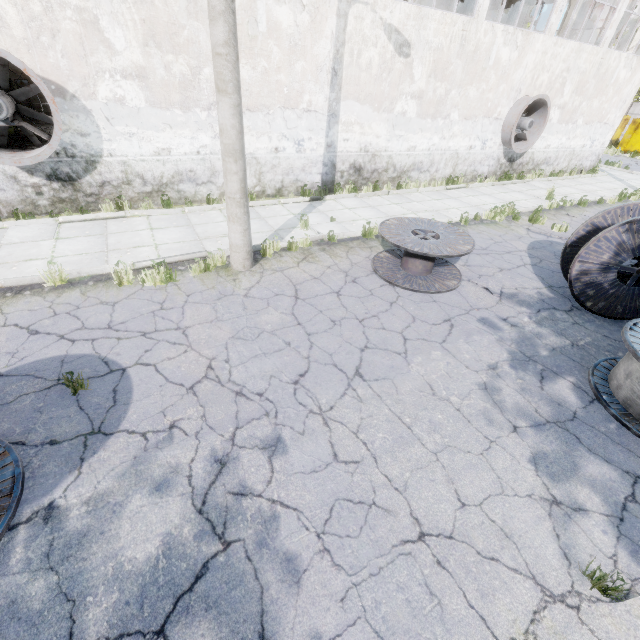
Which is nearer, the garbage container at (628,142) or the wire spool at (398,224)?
the wire spool at (398,224)

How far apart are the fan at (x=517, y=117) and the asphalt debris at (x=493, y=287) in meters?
10.4 m

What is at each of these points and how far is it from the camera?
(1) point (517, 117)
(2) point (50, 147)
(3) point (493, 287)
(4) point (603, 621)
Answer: (1) fan, 13.37m
(2) fan, 7.29m
(3) asphalt debris, 7.08m
(4) asphalt debris, 2.69m

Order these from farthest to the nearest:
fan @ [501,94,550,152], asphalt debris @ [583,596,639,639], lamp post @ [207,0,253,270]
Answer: fan @ [501,94,550,152] < lamp post @ [207,0,253,270] < asphalt debris @ [583,596,639,639]

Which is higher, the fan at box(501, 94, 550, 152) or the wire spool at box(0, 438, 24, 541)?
the fan at box(501, 94, 550, 152)

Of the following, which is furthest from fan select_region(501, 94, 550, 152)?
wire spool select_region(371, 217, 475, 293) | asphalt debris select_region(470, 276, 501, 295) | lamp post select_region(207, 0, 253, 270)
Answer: lamp post select_region(207, 0, 253, 270)

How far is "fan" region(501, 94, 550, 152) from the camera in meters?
13.5

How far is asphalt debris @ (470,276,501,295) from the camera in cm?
693
